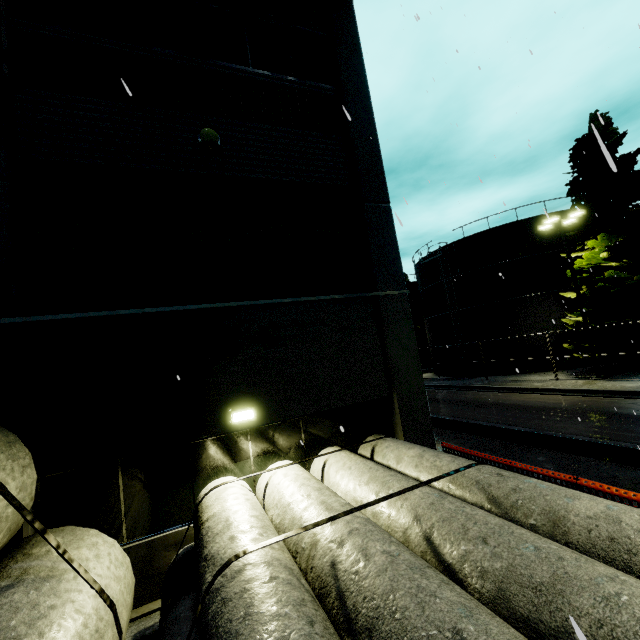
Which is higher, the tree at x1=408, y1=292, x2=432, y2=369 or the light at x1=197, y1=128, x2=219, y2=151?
the light at x1=197, y1=128, x2=219, y2=151

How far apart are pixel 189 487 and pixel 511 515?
5.4 meters

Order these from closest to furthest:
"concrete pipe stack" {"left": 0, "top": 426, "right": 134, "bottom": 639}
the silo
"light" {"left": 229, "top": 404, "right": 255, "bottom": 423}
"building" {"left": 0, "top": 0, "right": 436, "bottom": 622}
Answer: "concrete pipe stack" {"left": 0, "top": 426, "right": 134, "bottom": 639}, "building" {"left": 0, "top": 0, "right": 436, "bottom": 622}, "light" {"left": 229, "top": 404, "right": 255, "bottom": 423}, the silo

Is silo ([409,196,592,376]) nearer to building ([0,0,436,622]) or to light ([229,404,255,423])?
building ([0,0,436,622])

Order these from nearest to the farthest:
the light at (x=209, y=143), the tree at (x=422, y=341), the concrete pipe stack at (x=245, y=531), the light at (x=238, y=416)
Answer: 1. the concrete pipe stack at (x=245, y=531)
2. the light at (x=238, y=416)
3. the light at (x=209, y=143)
4. the tree at (x=422, y=341)

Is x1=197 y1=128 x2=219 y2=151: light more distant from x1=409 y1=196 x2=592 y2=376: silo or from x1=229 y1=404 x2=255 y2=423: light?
x1=409 y1=196 x2=592 y2=376: silo

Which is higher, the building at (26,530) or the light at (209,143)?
the light at (209,143)

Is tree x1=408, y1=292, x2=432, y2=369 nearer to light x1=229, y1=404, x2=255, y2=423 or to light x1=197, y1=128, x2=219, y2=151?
light x1=229, y1=404, x2=255, y2=423
